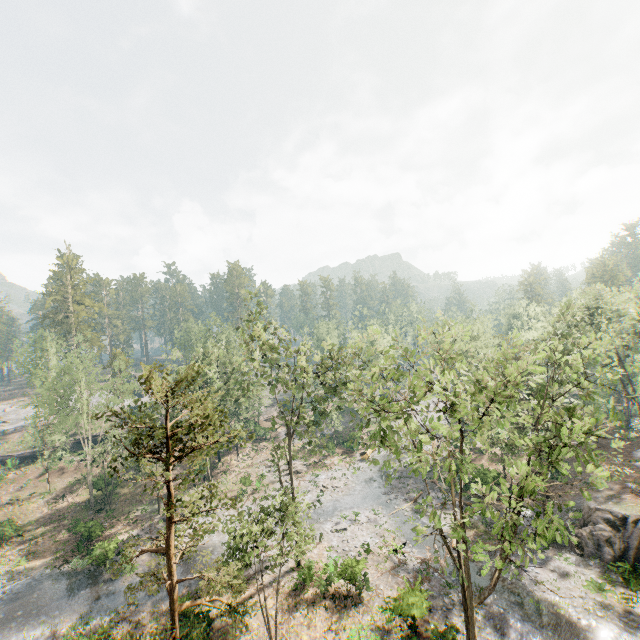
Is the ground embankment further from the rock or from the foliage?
the rock

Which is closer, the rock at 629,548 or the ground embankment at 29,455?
the rock at 629,548

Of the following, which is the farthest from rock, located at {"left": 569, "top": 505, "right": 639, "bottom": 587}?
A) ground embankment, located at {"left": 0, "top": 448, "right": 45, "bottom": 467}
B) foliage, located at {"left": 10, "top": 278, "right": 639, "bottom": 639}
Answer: ground embankment, located at {"left": 0, "top": 448, "right": 45, "bottom": 467}

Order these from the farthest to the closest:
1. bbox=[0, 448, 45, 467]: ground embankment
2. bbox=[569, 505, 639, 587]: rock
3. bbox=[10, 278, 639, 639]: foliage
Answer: bbox=[0, 448, 45, 467]: ground embankment, bbox=[569, 505, 639, 587]: rock, bbox=[10, 278, 639, 639]: foliage

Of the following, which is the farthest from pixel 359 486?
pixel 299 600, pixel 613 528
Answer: pixel 613 528

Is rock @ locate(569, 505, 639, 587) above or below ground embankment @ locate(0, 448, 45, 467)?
below

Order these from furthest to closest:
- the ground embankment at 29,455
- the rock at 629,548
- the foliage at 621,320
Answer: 1. the ground embankment at 29,455
2. the rock at 629,548
3. the foliage at 621,320
